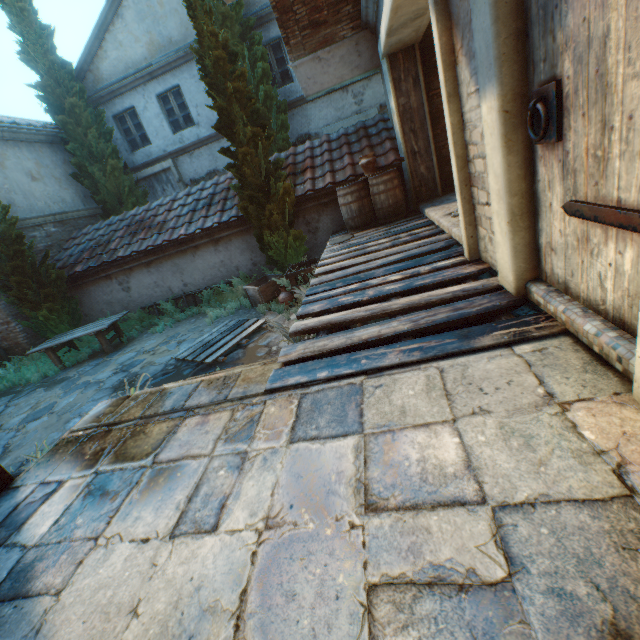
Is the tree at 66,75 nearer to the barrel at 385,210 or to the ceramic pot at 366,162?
the barrel at 385,210

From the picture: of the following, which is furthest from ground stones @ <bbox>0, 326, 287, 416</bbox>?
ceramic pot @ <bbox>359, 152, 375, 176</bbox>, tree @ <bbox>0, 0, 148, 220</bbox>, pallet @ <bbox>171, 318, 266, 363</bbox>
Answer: ceramic pot @ <bbox>359, 152, 375, 176</bbox>

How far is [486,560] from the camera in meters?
A: 1.1 m

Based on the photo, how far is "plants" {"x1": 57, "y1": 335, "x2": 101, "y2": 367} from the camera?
8.45m

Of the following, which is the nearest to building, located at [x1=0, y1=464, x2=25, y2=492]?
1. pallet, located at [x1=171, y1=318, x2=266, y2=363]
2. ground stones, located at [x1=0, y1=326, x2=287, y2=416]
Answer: ground stones, located at [x1=0, y1=326, x2=287, y2=416]

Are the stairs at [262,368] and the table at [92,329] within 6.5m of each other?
yes

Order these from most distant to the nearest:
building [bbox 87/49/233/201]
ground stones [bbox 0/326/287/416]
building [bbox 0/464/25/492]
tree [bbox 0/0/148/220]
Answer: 1. building [bbox 87/49/233/201]
2. tree [bbox 0/0/148/220]
3. ground stones [bbox 0/326/287/416]
4. building [bbox 0/464/25/492]

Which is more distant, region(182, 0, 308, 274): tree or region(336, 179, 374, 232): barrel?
region(336, 179, 374, 232): barrel
